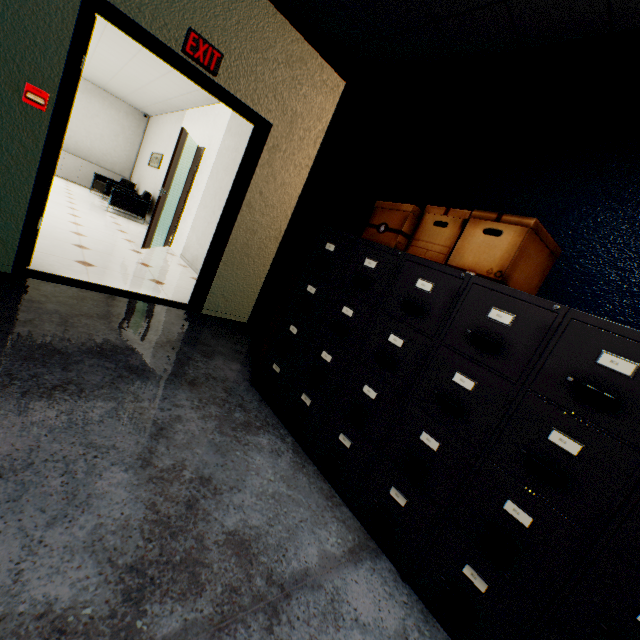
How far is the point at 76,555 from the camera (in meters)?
0.99

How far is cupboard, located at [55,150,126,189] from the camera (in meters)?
9.77

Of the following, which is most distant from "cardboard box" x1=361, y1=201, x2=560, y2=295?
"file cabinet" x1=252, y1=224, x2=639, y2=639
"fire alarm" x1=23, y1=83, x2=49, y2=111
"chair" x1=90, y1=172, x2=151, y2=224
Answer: "chair" x1=90, y1=172, x2=151, y2=224

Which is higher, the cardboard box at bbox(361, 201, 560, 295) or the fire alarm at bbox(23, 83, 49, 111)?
the cardboard box at bbox(361, 201, 560, 295)

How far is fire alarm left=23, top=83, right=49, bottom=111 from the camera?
2.2 meters

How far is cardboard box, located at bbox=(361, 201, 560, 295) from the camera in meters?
1.4

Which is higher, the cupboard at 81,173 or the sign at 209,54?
the sign at 209,54

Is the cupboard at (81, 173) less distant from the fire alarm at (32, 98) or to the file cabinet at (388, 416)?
the fire alarm at (32, 98)
